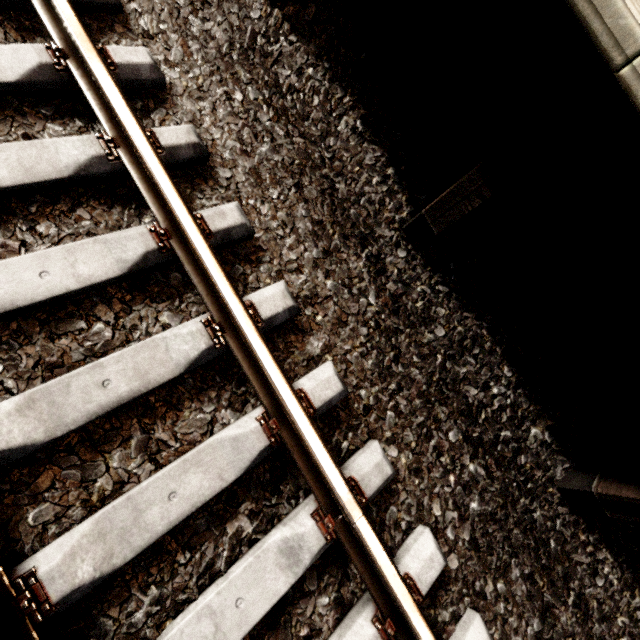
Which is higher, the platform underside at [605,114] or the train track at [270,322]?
the platform underside at [605,114]

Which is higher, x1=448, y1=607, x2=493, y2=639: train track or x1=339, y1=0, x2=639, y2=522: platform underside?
x1=339, y1=0, x2=639, y2=522: platform underside

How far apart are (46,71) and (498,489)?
3.3m
